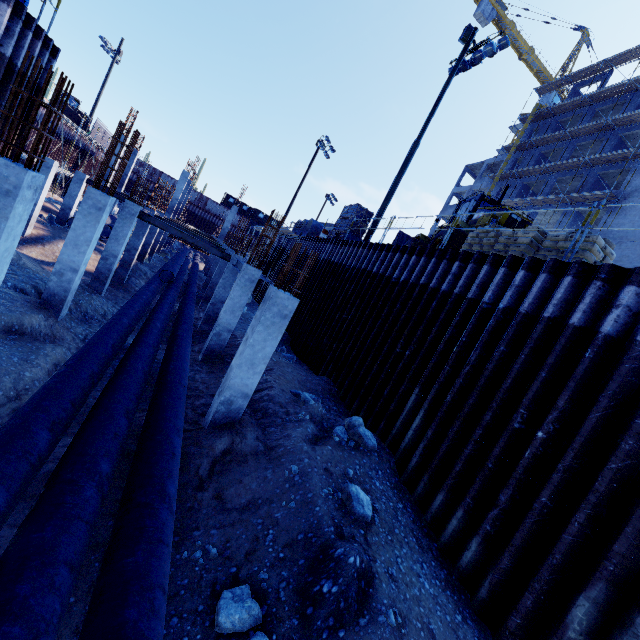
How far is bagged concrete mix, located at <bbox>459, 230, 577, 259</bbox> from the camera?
7.8 meters

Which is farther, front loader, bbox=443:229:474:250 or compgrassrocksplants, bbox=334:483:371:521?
front loader, bbox=443:229:474:250

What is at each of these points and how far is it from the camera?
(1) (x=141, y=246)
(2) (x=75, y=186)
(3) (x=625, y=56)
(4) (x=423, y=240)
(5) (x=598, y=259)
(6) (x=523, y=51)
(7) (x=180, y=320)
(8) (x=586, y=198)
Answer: (1) concrete column, 23.19m
(2) concrete column, 21.03m
(3) scaffolding, 32.72m
(4) front loader, 16.56m
(5) bagged concrete mix, 7.42m
(6) tower crane, 53.34m
(7) pipe, 11.46m
(8) scaffolding, 30.58m

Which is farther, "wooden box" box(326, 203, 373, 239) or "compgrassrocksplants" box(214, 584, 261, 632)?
"wooden box" box(326, 203, 373, 239)

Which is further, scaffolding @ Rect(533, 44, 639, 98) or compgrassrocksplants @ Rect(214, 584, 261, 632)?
scaffolding @ Rect(533, 44, 639, 98)

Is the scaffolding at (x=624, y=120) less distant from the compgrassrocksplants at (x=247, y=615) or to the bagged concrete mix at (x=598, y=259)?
the bagged concrete mix at (x=598, y=259)

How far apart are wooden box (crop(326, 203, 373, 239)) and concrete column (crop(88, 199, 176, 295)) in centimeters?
1023cm

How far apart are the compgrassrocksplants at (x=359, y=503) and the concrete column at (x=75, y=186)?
25.0 meters
